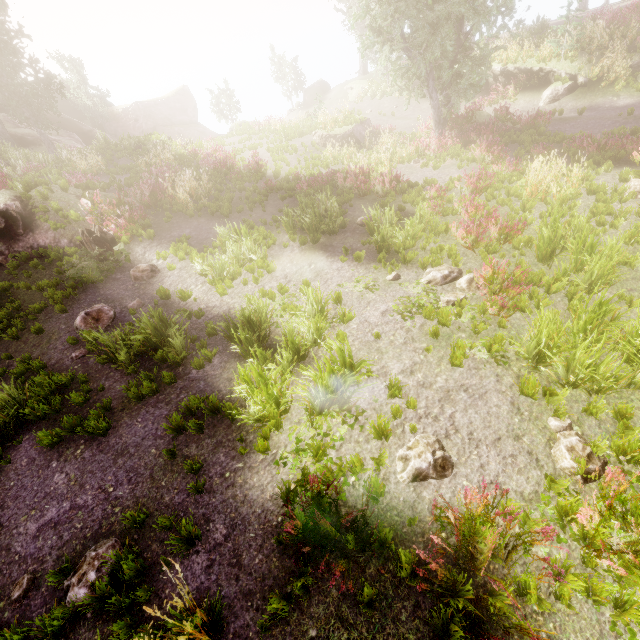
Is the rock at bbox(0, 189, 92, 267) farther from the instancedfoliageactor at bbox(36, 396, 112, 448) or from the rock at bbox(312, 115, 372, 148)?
the rock at bbox(312, 115, 372, 148)

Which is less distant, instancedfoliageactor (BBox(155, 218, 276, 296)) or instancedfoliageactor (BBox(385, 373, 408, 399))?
instancedfoliageactor (BBox(385, 373, 408, 399))

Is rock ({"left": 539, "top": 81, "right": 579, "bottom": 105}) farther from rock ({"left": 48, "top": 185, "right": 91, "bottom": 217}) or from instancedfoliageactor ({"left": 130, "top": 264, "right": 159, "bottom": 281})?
rock ({"left": 48, "top": 185, "right": 91, "bottom": 217})

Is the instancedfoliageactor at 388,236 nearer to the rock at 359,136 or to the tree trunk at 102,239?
the tree trunk at 102,239

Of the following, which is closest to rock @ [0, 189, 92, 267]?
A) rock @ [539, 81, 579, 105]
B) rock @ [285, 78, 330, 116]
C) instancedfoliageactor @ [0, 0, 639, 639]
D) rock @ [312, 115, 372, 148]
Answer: instancedfoliageactor @ [0, 0, 639, 639]

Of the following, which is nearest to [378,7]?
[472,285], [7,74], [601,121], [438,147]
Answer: [438,147]

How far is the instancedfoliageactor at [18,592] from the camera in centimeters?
416cm

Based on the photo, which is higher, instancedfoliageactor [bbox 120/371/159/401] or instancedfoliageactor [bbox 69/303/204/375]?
instancedfoliageactor [bbox 120/371/159/401]
